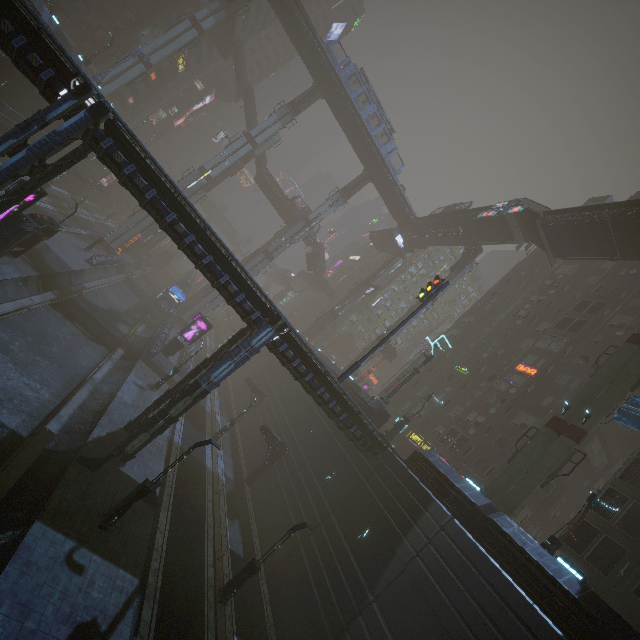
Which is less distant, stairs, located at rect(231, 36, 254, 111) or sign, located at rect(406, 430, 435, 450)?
sign, located at rect(406, 430, 435, 450)

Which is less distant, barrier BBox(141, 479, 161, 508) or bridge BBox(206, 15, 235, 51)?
barrier BBox(141, 479, 161, 508)

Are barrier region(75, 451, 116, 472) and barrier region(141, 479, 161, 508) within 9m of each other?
yes

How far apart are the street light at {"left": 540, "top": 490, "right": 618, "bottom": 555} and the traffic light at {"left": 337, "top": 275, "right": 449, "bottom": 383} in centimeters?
1342cm

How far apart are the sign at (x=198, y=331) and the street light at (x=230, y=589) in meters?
24.5

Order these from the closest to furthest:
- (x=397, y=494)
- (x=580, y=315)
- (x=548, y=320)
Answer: (x=397, y=494), (x=580, y=315), (x=548, y=320)

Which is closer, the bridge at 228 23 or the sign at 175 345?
the sign at 175 345

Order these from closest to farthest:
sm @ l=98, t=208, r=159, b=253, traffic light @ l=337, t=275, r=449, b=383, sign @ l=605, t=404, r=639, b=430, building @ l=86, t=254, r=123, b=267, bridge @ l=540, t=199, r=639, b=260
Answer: sign @ l=605, t=404, r=639, b=430 → traffic light @ l=337, t=275, r=449, b=383 → bridge @ l=540, t=199, r=639, b=260 → building @ l=86, t=254, r=123, b=267 → sm @ l=98, t=208, r=159, b=253
